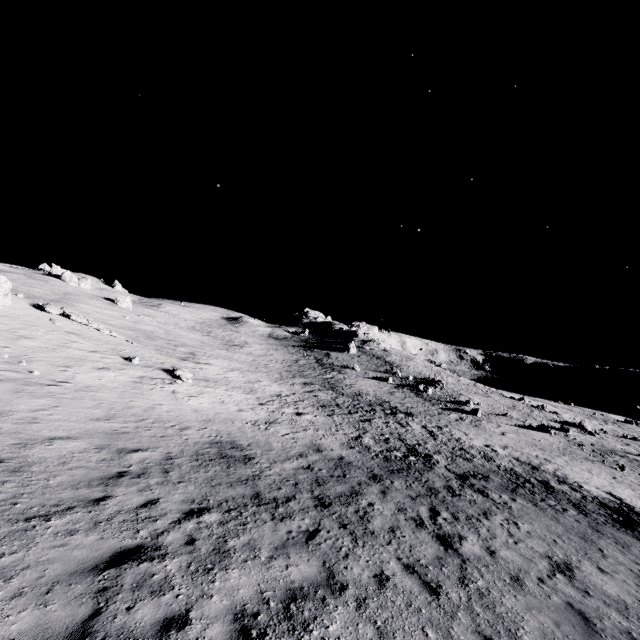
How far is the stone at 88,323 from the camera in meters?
24.9 m

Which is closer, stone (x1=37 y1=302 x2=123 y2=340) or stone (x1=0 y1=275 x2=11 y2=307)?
stone (x1=0 y1=275 x2=11 y2=307)

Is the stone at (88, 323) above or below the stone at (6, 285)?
below

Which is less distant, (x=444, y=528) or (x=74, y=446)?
(x=444, y=528)

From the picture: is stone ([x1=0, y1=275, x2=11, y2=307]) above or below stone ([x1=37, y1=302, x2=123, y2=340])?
above

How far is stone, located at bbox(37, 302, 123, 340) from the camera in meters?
24.9
